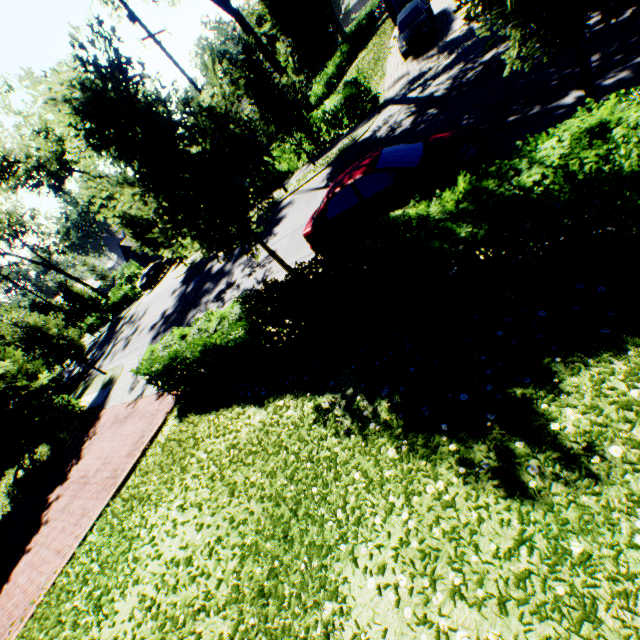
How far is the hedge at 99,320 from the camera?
43.1 meters

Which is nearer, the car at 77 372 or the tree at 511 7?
the tree at 511 7

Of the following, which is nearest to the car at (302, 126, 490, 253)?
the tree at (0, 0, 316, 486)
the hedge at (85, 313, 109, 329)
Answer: the tree at (0, 0, 316, 486)

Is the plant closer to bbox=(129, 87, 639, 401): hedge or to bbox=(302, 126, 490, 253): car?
bbox=(302, 126, 490, 253): car

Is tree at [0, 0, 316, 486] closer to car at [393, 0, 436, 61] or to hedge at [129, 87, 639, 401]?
hedge at [129, 87, 639, 401]

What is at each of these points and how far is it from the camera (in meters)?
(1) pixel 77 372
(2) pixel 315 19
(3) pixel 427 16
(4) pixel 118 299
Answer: (1) car, 26.78
(2) plant, 50.41
(3) car, 16.86
(4) hedge, 38.47

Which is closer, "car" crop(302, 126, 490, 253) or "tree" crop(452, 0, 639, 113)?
"tree" crop(452, 0, 639, 113)

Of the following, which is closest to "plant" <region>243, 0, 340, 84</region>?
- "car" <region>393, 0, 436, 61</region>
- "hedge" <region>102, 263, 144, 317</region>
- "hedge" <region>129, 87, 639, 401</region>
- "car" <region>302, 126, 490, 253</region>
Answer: "hedge" <region>102, 263, 144, 317</region>
